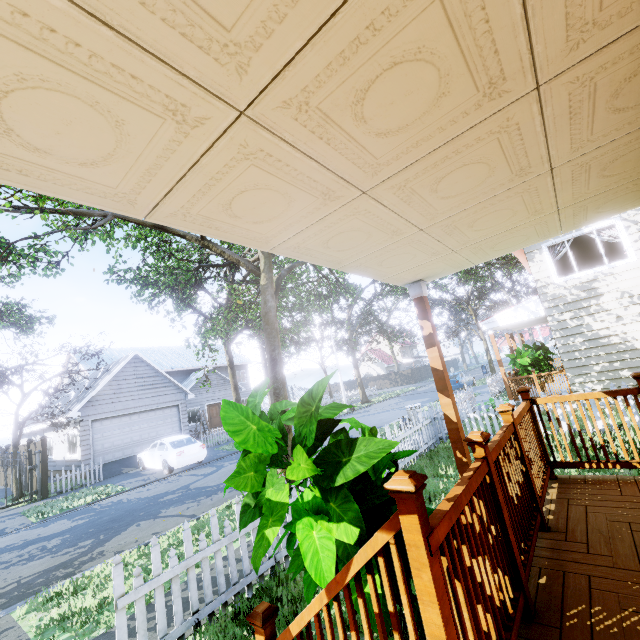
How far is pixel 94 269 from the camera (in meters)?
10.84

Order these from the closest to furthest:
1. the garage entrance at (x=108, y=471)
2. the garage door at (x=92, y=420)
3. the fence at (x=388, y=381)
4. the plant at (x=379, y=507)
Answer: the plant at (x=379, y=507) → the garage entrance at (x=108, y=471) → the garage door at (x=92, y=420) → the fence at (x=388, y=381)

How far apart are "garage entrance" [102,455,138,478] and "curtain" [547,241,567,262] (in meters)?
20.34

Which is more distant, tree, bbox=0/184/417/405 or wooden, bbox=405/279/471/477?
tree, bbox=0/184/417/405

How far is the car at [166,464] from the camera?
14.5 meters

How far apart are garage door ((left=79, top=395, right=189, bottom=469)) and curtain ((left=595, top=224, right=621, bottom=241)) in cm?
2249

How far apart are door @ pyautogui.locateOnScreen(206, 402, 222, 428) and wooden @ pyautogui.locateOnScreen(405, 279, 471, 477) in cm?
2714

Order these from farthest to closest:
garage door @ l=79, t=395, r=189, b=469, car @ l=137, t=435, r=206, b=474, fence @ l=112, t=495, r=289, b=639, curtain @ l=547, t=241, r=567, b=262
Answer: garage door @ l=79, t=395, r=189, b=469 → car @ l=137, t=435, r=206, b=474 → curtain @ l=547, t=241, r=567, b=262 → fence @ l=112, t=495, r=289, b=639
